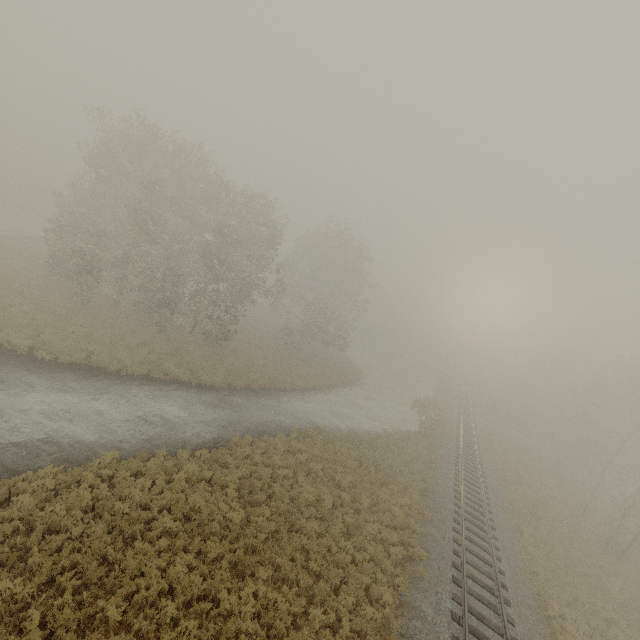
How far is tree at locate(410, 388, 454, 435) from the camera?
32.3 meters

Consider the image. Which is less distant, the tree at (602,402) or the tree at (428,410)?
the tree at (602,402)

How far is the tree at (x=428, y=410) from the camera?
32.3m

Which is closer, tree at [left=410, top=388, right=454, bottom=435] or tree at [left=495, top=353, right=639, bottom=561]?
tree at [left=495, top=353, right=639, bottom=561]

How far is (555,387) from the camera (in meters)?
59.47

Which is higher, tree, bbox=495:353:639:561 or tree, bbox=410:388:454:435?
tree, bbox=495:353:639:561
